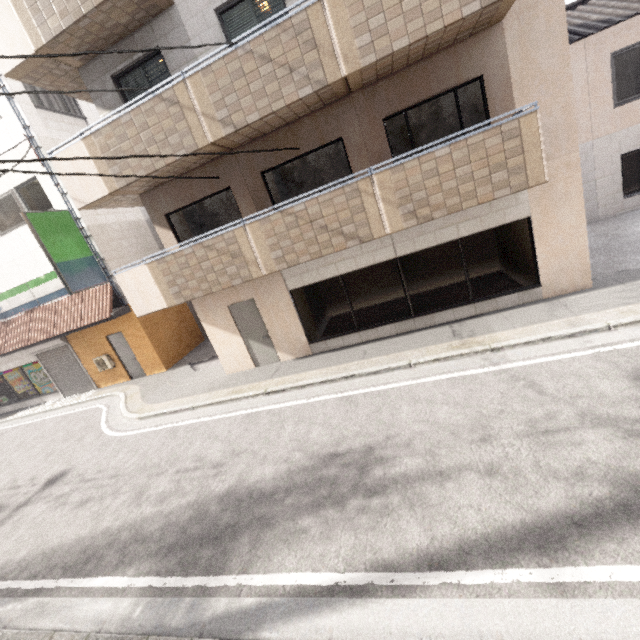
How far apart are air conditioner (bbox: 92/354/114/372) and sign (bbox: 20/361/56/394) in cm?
307

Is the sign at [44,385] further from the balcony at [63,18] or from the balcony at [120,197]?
the balcony at [63,18]

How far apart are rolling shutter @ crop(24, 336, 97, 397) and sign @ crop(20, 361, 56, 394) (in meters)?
0.01

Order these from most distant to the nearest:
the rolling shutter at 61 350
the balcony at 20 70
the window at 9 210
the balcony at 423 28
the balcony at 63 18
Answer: the rolling shutter at 61 350 → the window at 9 210 → the balcony at 20 70 → the balcony at 63 18 → the balcony at 423 28

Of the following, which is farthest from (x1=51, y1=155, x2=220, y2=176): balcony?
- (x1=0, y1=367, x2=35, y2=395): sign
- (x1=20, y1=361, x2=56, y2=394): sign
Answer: (x1=0, y1=367, x2=35, y2=395): sign

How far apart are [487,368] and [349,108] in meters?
6.2 m

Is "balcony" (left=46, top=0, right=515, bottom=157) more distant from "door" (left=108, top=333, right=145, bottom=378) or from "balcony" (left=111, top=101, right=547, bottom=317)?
"door" (left=108, top=333, right=145, bottom=378)

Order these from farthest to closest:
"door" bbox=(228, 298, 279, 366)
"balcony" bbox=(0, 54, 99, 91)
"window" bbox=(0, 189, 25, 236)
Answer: "window" bbox=(0, 189, 25, 236), "door" bbox=(228, 298, 279, 366), "balcony" bbox=(0, 54, 99, 91)
